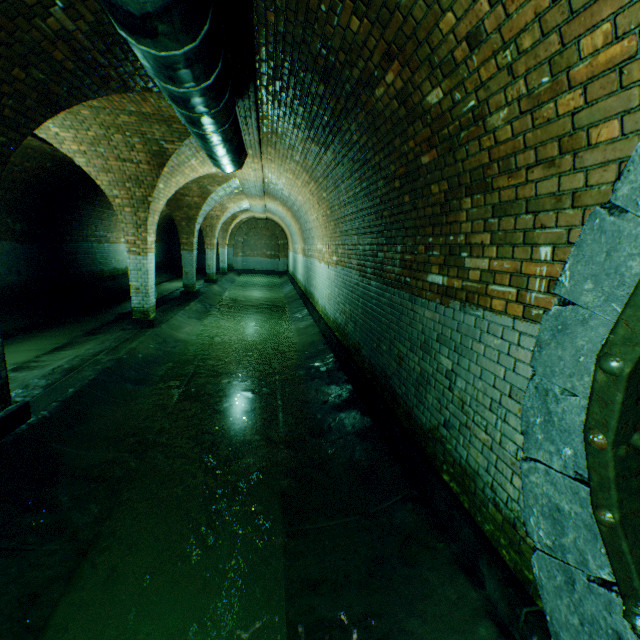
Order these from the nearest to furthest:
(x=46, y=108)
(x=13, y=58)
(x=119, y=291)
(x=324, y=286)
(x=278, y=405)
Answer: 1. (x=13, y=58)
2. (x=46, y=108)
3. (x=278, y=405)
4. (x=324, y=286)
5. (x=119, y=291)

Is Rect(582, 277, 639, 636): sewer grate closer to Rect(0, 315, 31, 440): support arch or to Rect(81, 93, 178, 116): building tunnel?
Rect(81, 93, 178, 116): building tunnel

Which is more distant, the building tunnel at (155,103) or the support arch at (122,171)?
the building tunnel at (155,103)

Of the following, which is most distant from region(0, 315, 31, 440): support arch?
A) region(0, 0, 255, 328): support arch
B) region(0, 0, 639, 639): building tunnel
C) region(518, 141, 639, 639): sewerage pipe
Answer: region(518, 141, 639, 639): sewerage pipe

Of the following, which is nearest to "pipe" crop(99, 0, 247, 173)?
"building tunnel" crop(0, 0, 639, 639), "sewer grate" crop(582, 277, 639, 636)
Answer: "building tunnel" crop(0, 0, 639, 639)

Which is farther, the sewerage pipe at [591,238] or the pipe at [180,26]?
the pipe at [180,26]

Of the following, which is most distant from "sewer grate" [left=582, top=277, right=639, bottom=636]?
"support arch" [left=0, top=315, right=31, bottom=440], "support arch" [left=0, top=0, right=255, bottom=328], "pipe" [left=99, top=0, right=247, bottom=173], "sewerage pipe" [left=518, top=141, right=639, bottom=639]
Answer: "support arch" [left=0, top=0, right=255, bottom=328]

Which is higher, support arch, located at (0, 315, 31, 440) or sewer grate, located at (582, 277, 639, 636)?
sewer grate, located at (582, 277, 639, 636)
